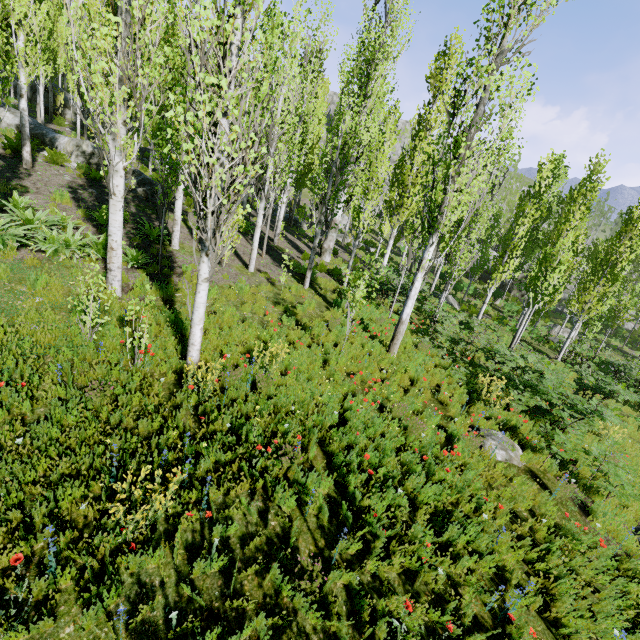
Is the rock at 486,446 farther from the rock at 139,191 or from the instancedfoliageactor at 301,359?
the rock at 139,191

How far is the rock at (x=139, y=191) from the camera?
15.03m

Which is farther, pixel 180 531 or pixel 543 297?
pixel 543 297

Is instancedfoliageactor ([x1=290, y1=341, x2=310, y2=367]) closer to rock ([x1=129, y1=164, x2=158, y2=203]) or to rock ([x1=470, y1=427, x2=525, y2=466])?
rock ([x1=129, y1=164, x2=158, y2=203])

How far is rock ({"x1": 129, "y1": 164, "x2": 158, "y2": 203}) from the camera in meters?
15.0 m

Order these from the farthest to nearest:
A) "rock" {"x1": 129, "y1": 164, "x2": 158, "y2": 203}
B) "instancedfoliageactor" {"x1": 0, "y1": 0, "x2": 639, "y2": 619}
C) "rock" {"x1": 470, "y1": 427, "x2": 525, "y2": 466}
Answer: "rock" {"x1": 129, "y1": 164, "x2": 158, "y2": 203} → "rock" {"x1": 470, "y1": 427, "x2": 525, "y2": 466} → "instancedfoliageactor" {"x1": 0, "y1": 0, "x2": 639, "y2": 619}

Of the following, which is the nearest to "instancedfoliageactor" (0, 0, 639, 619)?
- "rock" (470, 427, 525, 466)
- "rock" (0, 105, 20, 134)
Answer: "rock" (0, 105, 20, 134)

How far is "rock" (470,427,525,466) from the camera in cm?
689
